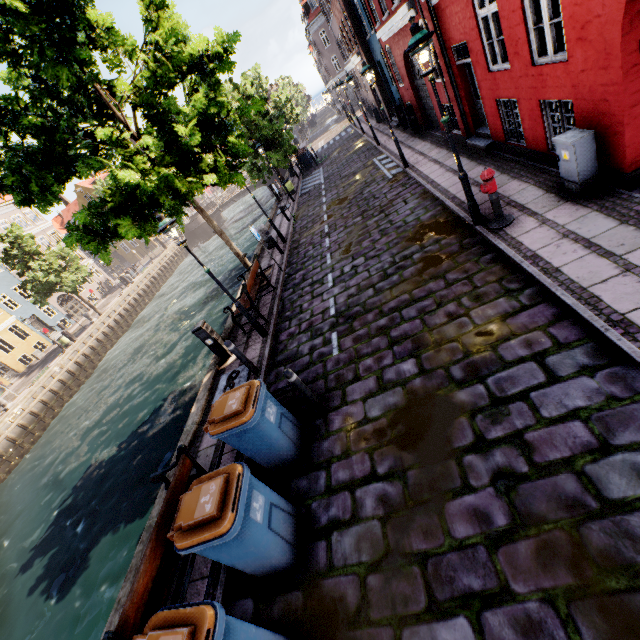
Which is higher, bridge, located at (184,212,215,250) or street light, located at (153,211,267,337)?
street light, located at (153,211,267,337)

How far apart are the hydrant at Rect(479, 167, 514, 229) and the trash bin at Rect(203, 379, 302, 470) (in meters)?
5.59

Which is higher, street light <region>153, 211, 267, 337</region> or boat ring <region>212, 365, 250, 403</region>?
street light <region>153, 211, 267, 337</region>

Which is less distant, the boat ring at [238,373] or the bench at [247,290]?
the boat ring at [238,373]

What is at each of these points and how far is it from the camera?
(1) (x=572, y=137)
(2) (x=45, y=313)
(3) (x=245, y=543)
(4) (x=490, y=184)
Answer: (1) electrical box, 5.62m
(2) building, 34.75m
(3) trash bin, 3.53m
(4) hydrant, 6.27m

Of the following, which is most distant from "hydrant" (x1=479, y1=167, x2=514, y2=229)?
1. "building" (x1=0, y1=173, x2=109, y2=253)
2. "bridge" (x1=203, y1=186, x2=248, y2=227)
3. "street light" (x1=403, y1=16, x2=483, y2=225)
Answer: "bridge" (x1=203, y1=186, x2=248, y2=227)

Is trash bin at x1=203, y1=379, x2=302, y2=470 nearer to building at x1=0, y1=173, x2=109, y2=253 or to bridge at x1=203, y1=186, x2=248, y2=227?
building at x1=0, y1=173, x2=109, y2=253

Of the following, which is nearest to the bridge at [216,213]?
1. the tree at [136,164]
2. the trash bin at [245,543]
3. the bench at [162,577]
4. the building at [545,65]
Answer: the tree at [136,164]
